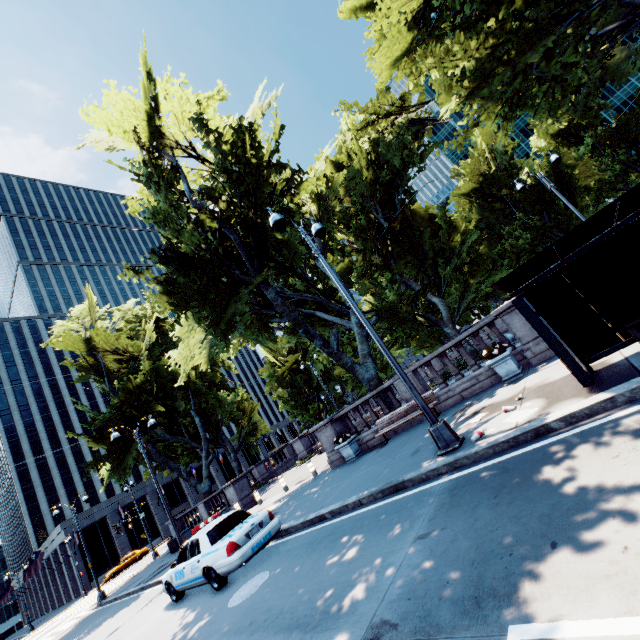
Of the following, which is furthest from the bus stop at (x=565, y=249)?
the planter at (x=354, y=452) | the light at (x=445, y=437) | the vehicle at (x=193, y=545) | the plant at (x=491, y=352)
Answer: the planter at (x=354, y=452)

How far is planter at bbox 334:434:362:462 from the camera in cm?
1395

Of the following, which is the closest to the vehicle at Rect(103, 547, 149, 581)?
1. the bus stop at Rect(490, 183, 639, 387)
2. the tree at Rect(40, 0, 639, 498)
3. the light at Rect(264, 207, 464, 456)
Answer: the tree at Rect(40, 0, 639, 498)

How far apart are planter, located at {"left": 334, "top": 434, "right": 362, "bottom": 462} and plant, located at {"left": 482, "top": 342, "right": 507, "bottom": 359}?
7.0m

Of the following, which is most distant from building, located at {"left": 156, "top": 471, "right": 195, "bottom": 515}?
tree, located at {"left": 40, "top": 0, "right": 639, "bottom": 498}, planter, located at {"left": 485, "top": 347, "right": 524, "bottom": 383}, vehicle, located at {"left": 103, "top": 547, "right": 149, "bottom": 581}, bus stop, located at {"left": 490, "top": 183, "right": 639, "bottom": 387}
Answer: bus stop, located at {"left": 490, "top": 183, "right": 639, "bottom": 387}

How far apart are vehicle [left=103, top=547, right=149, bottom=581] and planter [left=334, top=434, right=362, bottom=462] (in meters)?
44.59

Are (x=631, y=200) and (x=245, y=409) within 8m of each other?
no

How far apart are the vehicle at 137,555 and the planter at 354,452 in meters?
44.6 m
